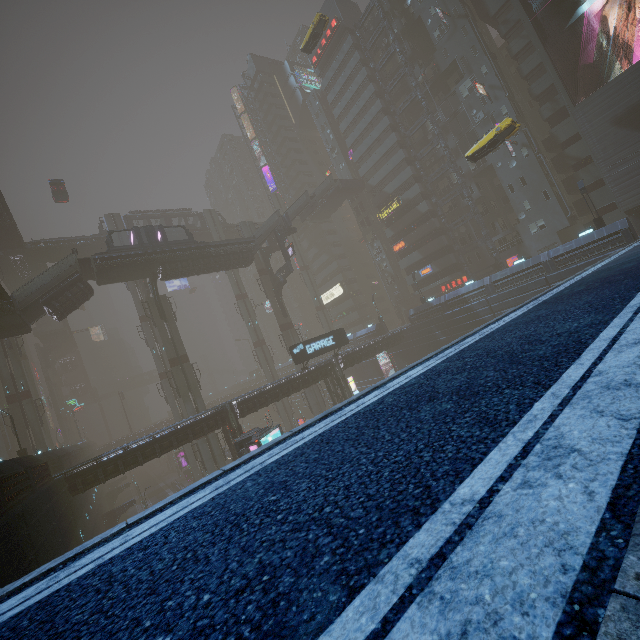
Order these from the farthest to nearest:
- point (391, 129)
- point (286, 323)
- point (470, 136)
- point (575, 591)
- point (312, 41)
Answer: point (391, 129) < point (286, 323) < point (470, 136) < point (312, 41) < point (575, 591)

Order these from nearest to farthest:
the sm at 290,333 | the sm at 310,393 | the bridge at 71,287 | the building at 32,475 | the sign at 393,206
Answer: the building at 32,475, the bridge at 71,287, the sm at 310,393, the sm at 290,333, the sign at 393,206

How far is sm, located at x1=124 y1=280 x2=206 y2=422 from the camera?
38.2 meters

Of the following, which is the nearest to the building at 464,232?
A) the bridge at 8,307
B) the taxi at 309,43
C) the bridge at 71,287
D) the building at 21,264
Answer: the bridge at 8,307

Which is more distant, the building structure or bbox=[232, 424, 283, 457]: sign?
the building structure

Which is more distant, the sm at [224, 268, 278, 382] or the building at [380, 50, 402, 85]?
the sm at [224, 268, 278, 382]

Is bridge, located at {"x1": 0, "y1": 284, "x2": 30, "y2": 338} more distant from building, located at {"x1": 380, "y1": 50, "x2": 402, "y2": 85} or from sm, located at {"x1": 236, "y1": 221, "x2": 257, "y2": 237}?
sm, located at {"x1": 236, "y1": 221, "x2": 257, "y2": 237}

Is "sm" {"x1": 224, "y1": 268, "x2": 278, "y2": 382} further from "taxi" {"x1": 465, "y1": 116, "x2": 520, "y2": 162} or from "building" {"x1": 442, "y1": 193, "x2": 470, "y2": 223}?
"taxi" {"x1": 465, "y1": 116, "x2": 520, "y2": 162}
